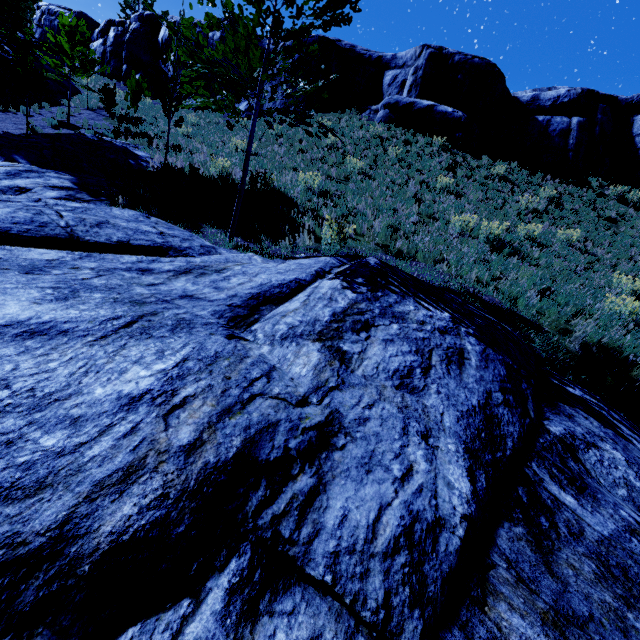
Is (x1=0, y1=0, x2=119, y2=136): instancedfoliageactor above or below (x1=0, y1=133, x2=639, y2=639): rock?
above

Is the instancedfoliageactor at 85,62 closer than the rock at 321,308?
No

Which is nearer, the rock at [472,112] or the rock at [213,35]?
the rock at [472,112]

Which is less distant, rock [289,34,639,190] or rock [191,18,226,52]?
rock [289,34,639,190]

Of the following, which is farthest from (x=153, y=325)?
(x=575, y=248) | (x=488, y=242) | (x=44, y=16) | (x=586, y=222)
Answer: (x=44, y=16)

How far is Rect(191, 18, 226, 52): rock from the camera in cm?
2548

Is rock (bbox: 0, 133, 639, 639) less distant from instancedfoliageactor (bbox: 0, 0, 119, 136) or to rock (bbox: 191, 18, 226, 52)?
instancedfoliageactor (bbox: 0, 0, 119, 136)
